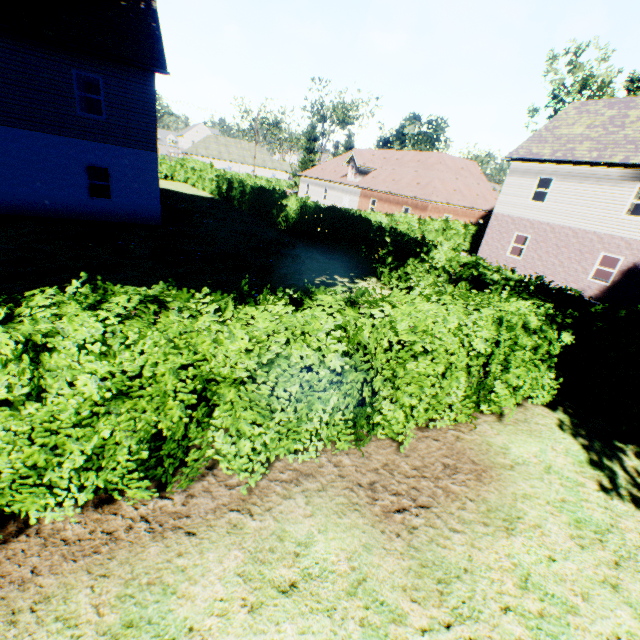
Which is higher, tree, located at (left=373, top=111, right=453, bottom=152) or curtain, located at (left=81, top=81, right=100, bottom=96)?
tree, located at (left=373, top=111, right=453, bottom=152)

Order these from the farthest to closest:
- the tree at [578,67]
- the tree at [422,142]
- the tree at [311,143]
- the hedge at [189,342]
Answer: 1. the tree at [311,143]
2. the tree at [422,142]
3. the tree at [578,67]
4. the hedge at [189,342]

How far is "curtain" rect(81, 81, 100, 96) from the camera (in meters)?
20.45

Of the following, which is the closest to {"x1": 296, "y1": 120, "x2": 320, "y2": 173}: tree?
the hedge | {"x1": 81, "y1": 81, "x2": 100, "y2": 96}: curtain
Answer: the hedge

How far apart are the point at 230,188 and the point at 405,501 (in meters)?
31.31

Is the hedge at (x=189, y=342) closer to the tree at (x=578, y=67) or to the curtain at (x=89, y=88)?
the tree at (x=578, y=67)
